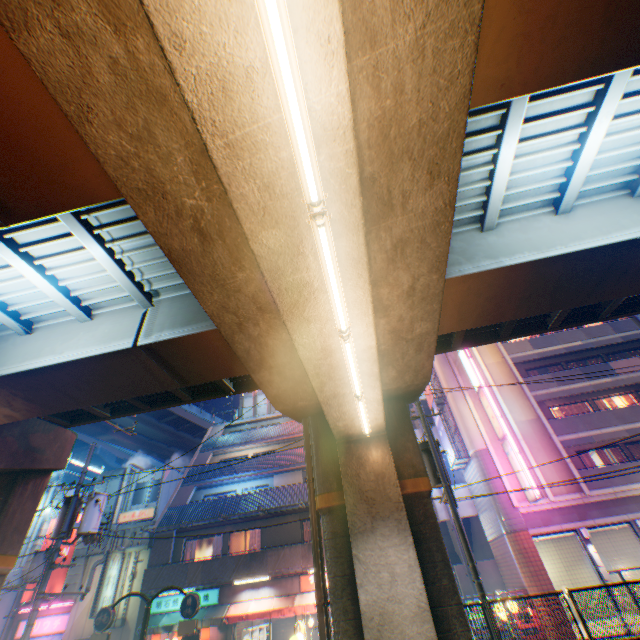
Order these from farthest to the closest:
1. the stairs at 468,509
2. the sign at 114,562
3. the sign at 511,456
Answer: the stairs at 468,509
the sign at 511,456
the sign at 114,562

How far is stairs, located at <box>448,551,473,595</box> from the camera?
20.44m

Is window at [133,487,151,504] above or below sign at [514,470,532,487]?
above

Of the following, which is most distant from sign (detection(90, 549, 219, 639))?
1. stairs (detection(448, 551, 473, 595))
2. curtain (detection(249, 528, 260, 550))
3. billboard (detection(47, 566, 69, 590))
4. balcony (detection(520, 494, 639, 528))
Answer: balcony (detection(520, 494, 639, 528))

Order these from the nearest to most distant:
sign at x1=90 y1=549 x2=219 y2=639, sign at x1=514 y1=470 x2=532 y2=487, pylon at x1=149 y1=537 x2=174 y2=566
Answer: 1. sign at x1=90 y1=549 x2=219 y2=639
2. sign at x1=514 y1=470 x2=532 y2=487
3. pylon at x1=149 y1=537 x2=174 y2=566

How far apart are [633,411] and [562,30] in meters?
25.4

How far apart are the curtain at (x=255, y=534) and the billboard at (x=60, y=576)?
13.68m

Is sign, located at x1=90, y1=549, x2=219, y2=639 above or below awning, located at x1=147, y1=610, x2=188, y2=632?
above
